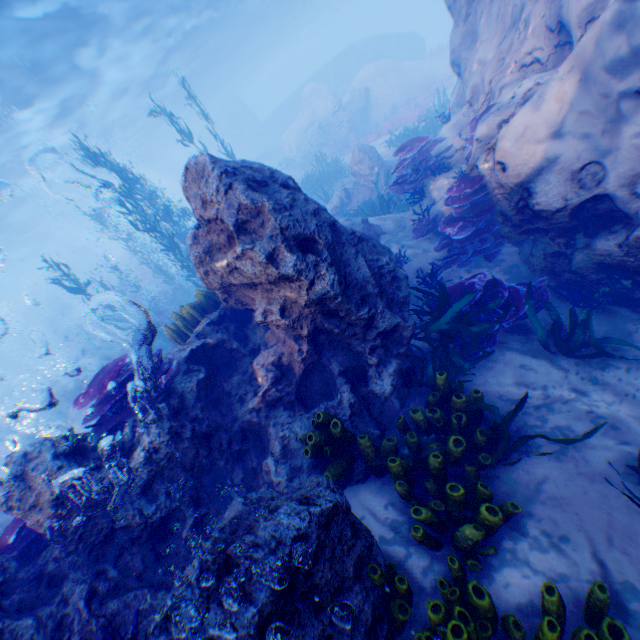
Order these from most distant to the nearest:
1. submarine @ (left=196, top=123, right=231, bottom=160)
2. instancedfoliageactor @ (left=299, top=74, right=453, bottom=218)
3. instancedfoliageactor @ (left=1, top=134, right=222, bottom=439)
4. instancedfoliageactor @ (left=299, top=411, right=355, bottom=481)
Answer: submarine @ (left=196, top=123, right=231, bottom=160) → instancedfoliageactor @ (left=299, top=74, right=453, bottom=218) → instancedfoliageactor @ (left=1, top=134, right=222, bottom=439) → instancedfoliageactor @ (left=299, top=411, right=355, bottom=481)

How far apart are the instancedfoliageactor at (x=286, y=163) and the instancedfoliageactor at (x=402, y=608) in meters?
29.1

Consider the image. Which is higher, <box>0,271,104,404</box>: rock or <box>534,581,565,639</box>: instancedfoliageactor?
<box>0,271,104,404</box>: rock

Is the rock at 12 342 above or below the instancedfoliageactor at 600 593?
above

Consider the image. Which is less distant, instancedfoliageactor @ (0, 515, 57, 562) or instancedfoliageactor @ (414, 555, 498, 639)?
instancedfoliageactor @ (414, 555, 498, 639)

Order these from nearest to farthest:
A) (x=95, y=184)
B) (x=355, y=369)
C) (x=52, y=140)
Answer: (x=355, y=369)
(x=52, y=140)
(x=95, y=184)

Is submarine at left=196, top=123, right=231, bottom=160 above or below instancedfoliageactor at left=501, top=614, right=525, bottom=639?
above

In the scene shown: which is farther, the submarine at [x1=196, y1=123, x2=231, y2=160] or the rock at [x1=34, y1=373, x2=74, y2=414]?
the submarine at [x1=196, y1=123, x2=231, y2=160]
